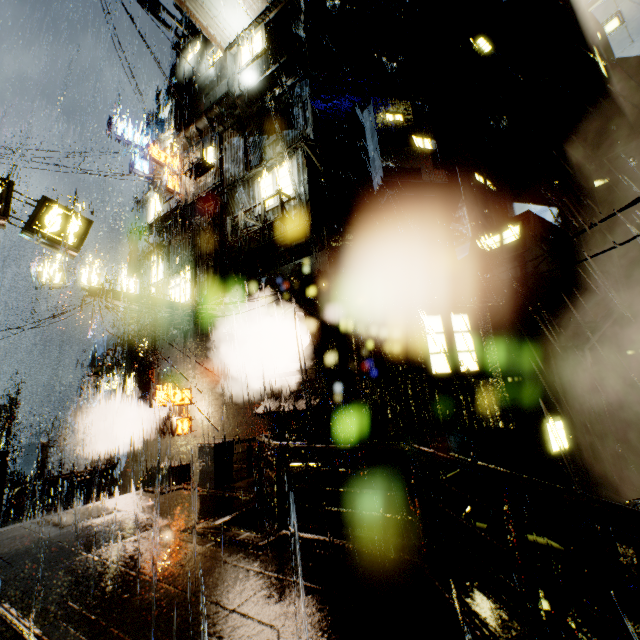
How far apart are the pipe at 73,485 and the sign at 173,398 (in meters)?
6.77

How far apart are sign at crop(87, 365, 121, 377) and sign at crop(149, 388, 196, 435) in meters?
6.8

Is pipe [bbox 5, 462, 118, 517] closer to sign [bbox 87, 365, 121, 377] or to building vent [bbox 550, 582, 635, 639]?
sign [bbox 87, 365, 121, 377]

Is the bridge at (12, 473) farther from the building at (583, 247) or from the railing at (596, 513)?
the railing at (596, 513)

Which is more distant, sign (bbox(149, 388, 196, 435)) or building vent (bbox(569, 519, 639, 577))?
sign (bbox(149, 388, 196, 435))

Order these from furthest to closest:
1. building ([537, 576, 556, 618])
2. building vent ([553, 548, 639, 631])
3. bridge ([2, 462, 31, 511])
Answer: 1. bridge ([2, 462, 31, 511])
2. building ([537, 576, 556, 618])
3. building vent ([553, 548, 639, 631])

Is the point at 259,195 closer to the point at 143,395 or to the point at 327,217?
the point at 327,217

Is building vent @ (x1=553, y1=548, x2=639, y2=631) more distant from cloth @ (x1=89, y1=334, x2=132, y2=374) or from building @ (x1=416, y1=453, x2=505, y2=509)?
cloth @ (x1=89, y1=334, x2=132, y2=374)
